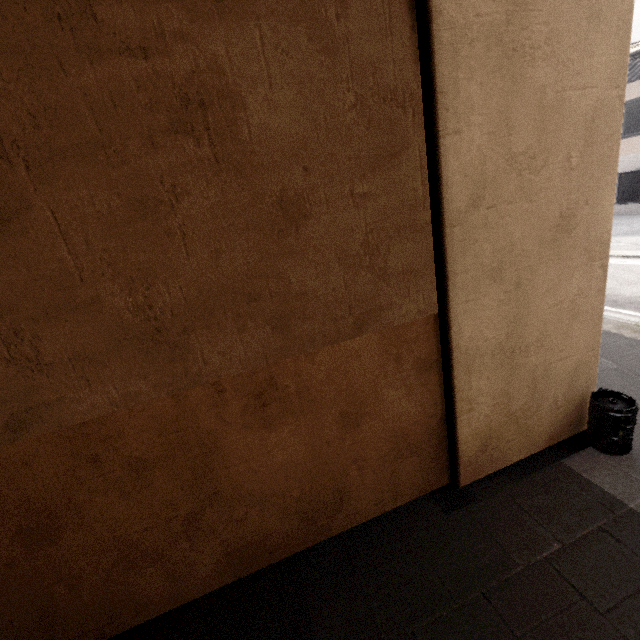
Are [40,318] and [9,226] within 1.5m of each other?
yes

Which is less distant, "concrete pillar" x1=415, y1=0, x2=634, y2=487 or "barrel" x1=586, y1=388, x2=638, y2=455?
"concrete pillar" x1=415, y1=0, x2=634, y2=487

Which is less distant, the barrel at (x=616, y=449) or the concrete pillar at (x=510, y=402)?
the concrete pillar at (x=510, y=402)
